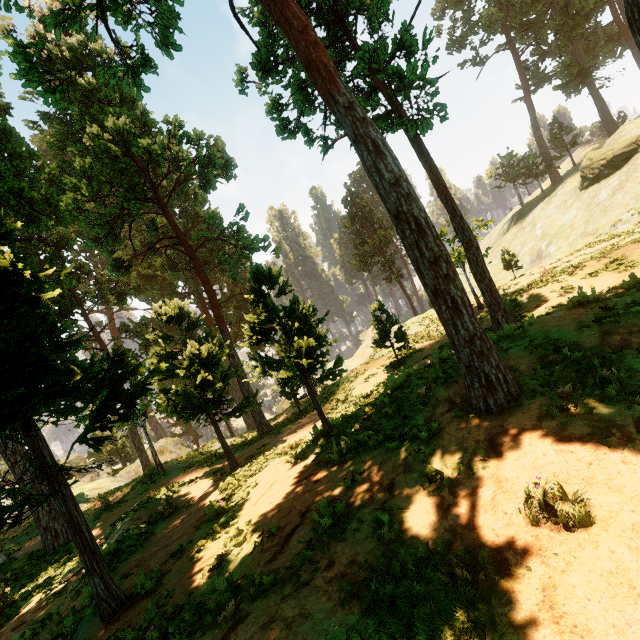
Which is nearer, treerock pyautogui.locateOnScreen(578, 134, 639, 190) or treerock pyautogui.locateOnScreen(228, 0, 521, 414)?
treerock pyautogui.locateOnScreen(228, 0, 521, 414)

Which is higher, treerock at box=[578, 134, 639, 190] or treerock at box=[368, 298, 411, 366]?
treerock at box=[578, 134, 639, 190]

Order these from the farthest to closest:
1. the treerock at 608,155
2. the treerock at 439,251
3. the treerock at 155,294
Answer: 1. the treerock at 608,155
2. the treerock at 155,294
3. the treerock at 439,251

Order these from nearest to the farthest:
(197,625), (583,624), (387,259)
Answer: (583,624) < (197,625) < (387,259)

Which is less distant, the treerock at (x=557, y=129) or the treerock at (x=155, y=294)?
the treerock at (x=155, y=294)

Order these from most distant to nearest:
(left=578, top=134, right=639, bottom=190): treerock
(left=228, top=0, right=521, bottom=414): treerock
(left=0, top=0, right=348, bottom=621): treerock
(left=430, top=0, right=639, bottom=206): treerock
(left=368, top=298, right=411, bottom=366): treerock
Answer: (left=430, top=0, right=639, bottom=206): treerock, (left=578, top=134, right=639, bottom=190): treerock, (left=368, top=298, right=411, bottom=366): treerock, (left=0, top=0, right=348, bottom=621): treerock, (left=228, top=0, right=521, bottom=414): treerock
